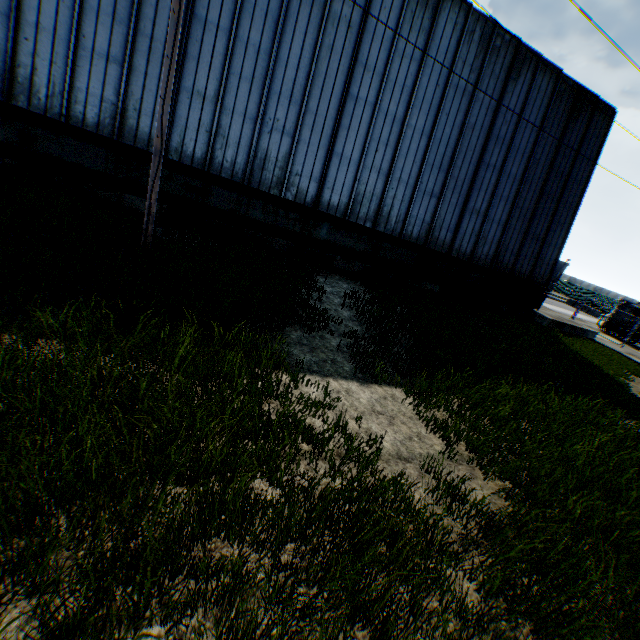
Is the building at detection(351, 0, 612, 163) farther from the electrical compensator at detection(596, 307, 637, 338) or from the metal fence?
the electrical compensator at detection(596, 307, 637, 338)

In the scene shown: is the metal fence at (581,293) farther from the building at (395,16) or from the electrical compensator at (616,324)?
Result: the building at (395,16)

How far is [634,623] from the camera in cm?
321

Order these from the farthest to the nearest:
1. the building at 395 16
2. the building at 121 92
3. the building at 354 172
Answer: the building at 395 16 < the building at 354 172 < the building at 121 92

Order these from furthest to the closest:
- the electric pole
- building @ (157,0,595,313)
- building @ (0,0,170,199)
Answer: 1. building @ (157,0,595,313)
2. building @ (0,0,170,199)
3. the electric pole

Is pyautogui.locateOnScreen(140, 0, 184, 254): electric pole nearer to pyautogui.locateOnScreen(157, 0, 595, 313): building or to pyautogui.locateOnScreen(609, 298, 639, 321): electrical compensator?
pyautogui.locateOnScreen(157, 0, 595, 313): building
